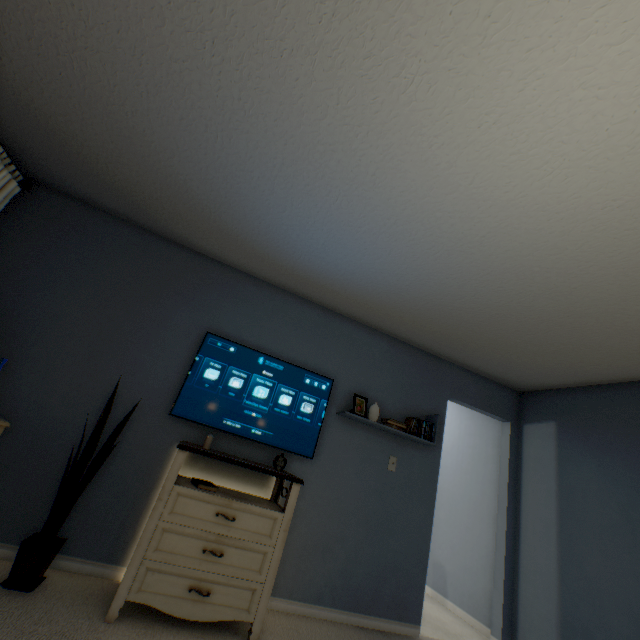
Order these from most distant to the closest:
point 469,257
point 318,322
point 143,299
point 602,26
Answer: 1. point 318,322
2. point 143,299
3. point 469,257
4. point 602,26

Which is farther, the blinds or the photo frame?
the photo frame

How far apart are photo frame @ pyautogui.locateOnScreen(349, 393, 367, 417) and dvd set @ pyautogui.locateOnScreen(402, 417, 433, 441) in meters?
0.4

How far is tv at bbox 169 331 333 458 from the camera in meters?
2.6 m

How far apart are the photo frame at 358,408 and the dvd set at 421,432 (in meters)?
0.44

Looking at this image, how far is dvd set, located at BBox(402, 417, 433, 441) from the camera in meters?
3.1 m

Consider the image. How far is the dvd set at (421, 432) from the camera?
3.1 meters

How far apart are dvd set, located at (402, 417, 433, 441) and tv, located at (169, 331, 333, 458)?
0.8 meters
